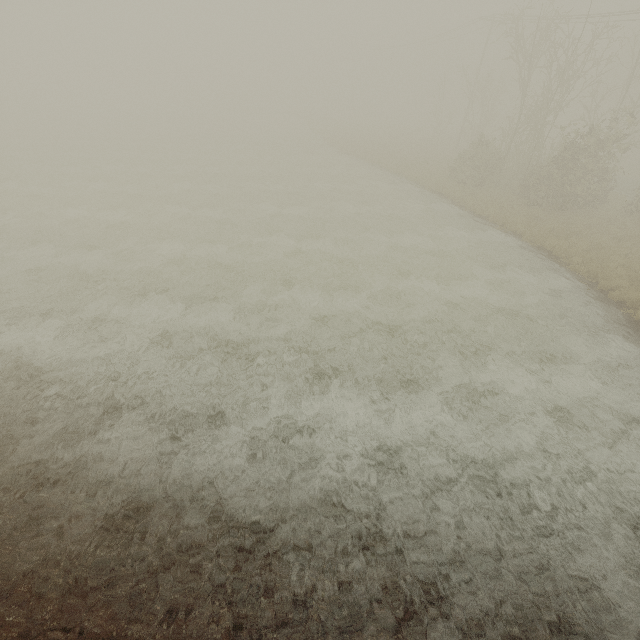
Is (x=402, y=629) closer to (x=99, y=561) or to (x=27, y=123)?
(x=99, y=561)
